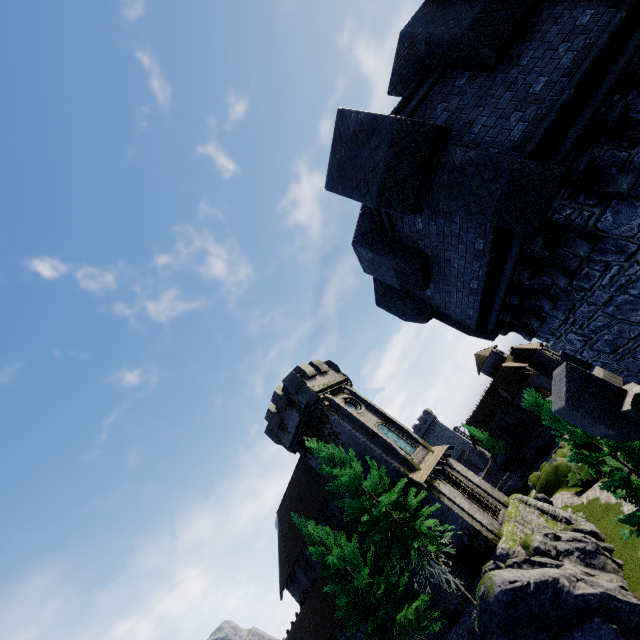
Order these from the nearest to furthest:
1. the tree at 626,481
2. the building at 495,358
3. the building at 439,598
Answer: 1. the tree at 626,481
2. the building at 439,598
3. the building at 495,358

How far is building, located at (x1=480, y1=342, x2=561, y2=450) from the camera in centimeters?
5306cm

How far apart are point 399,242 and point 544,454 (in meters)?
55.30

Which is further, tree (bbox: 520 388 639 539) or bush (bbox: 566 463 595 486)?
bush (bbox: 566 463 595 486)

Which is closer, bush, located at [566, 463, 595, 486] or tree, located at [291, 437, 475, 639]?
tree, located at [291, 437, 475, 639]

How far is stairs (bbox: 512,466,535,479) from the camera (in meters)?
48.19

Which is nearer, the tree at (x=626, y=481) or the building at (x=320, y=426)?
the tree at (x=626, y=481)

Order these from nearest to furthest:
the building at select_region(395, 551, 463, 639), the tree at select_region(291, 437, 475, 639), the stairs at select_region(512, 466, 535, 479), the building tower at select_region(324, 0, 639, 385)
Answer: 1. the building tower at select_region(324, 0, 639, 385)
2. the tree at select_region(291, 437, 475, 639)
3. the building at select_region(395, 551, 463, 639)
4. the stairs at select_region(512, 466, 535, 479)
